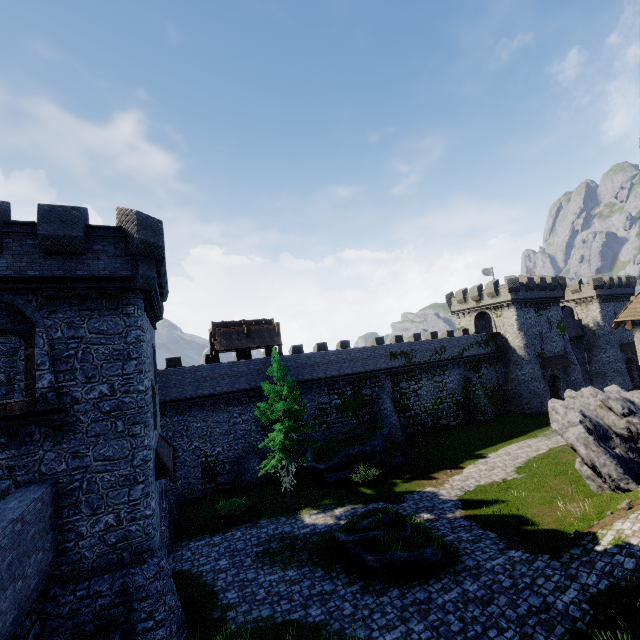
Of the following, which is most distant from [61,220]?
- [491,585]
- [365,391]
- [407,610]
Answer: [365,391]

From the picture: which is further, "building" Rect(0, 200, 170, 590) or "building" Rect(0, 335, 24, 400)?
"building" Rect(0, 335, 24, 400)

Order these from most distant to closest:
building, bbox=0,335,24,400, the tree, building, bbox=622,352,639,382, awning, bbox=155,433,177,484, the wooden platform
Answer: building, bbox=622,352,639,382, the tree, building, bbox=0,335,24,400, awning, bbox=155,433,177,484, the wooden platform

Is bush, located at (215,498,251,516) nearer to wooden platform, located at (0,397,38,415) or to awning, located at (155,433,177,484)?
awning, located at (155,433,177,484)

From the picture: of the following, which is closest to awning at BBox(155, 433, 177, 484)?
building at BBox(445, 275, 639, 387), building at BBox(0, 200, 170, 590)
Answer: building at BBox(0, 200, 170, 590)

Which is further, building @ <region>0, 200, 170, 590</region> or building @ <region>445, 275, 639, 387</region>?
building @ <region>445, 275, 639, 387</region>

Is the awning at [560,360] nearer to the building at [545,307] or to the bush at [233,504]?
the building at [545,307]

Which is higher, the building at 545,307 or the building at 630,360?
the building at 545,307
